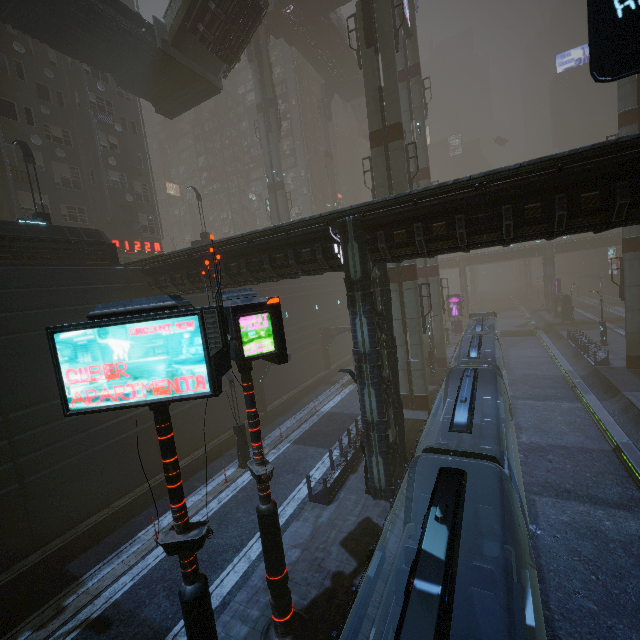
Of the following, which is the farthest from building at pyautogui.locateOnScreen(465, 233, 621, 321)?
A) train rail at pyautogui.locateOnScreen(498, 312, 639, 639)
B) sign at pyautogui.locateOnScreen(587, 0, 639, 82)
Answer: sign at pyautogui.locateOnScreen(587, 0, 639, 82)

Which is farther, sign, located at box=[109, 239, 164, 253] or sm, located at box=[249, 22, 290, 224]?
sm, located at box=[249, 22, 290, 224]

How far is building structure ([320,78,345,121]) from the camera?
49.84m

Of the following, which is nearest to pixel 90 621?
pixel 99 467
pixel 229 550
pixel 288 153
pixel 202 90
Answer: pixel 229 550

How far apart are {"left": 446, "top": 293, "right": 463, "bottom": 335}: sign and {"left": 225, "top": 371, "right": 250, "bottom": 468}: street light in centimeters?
3735cm

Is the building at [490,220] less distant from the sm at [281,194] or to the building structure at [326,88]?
→ the sm at [281,194]

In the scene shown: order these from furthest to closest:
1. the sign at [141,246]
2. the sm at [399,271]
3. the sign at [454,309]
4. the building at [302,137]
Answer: the building at [302,137]
the sign at [454,309]
the sign at [141,246]
the sm at [399,271]

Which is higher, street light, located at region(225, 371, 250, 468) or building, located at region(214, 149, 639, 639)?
building, located at region(214, 149, 639, 639)
